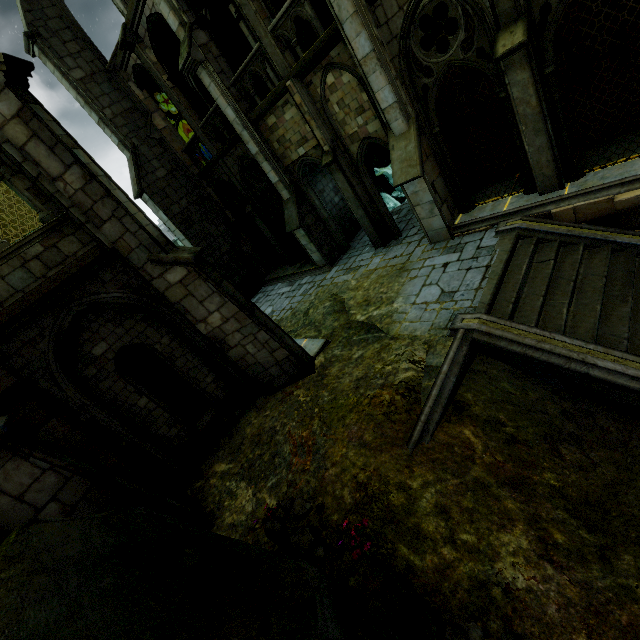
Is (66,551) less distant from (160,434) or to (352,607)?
(352,607)

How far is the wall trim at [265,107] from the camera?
8.9m

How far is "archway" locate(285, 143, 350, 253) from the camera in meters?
12.3 m

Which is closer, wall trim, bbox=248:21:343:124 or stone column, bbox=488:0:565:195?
stone column, bbox=488:0:565:195

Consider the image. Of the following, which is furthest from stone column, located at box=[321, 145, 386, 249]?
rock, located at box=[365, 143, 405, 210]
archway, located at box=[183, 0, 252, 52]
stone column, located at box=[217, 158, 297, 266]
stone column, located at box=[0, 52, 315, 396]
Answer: stone column, located at box=[0, 52, 315, 396]

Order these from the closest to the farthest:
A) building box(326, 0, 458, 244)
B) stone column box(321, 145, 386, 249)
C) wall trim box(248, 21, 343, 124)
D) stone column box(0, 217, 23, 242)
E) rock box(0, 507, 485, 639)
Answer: rock box(0, 507, 485, 639) < building box(326, 0, 458, 244) < wall trim box(248, 21, 343, 124) < stone column box(0, 217, 23, 242) < stone column box(321, 145, 386, 249)

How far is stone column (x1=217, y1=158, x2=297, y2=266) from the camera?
15.51m

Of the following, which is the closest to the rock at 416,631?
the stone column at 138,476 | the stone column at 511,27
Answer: the stone column at 138,476
